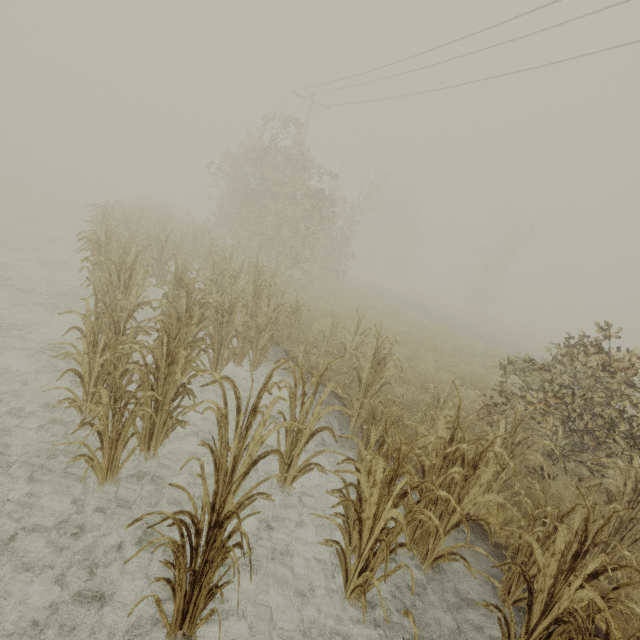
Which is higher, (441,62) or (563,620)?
(441,62)
